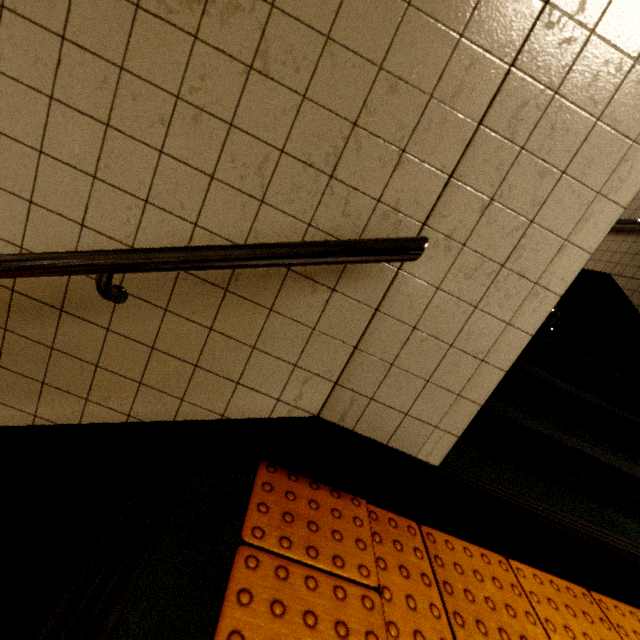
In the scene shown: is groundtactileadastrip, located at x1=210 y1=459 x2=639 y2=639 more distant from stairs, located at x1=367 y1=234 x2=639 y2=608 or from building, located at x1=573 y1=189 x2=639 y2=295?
building, located at x1=573 y1=189 x2=639 y2=295

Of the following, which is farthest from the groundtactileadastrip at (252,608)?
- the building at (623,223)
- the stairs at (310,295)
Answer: the building at (623,223)

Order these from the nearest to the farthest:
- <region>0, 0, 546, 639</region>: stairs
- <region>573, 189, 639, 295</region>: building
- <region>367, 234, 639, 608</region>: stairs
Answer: <region>0, 0, 546, 639</region>: stairs < <region>367, 234, 639, 608</region>: stairs < <region>573, 189, 639, 295</region>: building

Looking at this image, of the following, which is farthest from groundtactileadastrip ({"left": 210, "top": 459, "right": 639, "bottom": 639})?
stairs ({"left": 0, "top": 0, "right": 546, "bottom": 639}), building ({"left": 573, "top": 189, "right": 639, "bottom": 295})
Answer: building ({"left": 573, "top": 189, "right": 639, "bottom": 295})

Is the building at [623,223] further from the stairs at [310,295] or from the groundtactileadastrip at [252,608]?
the groundtactileadastrip at [252,608]

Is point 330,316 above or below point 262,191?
below

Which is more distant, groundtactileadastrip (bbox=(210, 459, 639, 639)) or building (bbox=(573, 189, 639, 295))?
building (bbox=(573, 189, 639, 295))
